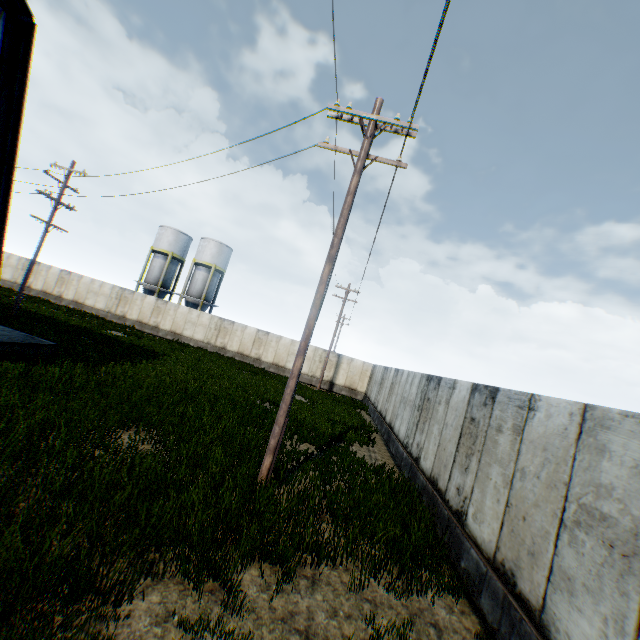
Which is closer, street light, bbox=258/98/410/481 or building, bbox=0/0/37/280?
street light, bbox=258/98/410/481

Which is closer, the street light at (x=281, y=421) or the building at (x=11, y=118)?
the street light at (x=281, y=421)

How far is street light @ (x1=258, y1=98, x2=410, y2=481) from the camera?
7.31m

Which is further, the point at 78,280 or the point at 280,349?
the point at 78,280

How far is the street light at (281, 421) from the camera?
7.3m
